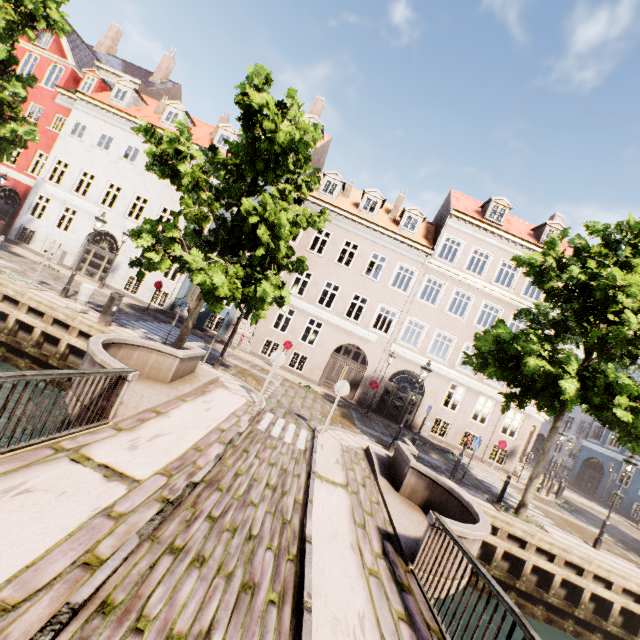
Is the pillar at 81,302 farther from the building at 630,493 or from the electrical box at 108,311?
the building at 630,493

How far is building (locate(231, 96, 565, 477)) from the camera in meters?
20.5

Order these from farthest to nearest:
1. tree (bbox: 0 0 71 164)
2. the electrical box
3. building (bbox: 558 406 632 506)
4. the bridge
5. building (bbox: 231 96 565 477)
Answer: building (bbox: 558 406 632 506)
building (bbox: 231 96 565 477)
tree (bbox: 0 0 71 164)
the electrical box
the bridge

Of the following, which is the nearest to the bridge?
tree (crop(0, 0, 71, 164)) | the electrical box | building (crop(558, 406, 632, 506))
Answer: tree (crop(0, 0, 71, 164))

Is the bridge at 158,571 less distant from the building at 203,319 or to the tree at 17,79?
the tree at 17,79

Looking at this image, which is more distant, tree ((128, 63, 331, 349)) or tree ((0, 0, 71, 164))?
tree ((0, 0, 71, 164))

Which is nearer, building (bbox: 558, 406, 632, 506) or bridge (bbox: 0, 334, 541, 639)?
bridge (bbox: 0, 334, 541, 639)

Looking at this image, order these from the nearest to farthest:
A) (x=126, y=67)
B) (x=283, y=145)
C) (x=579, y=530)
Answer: (x=283, y=145) → (x=579, y=530) → (x=126, y=67)
